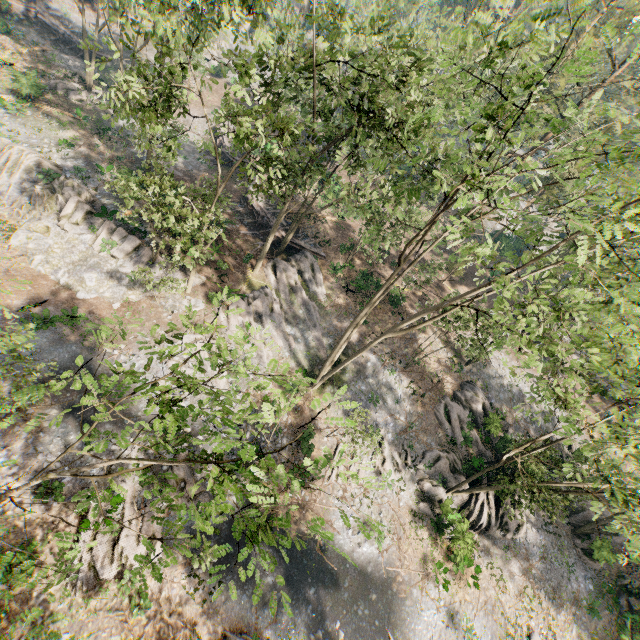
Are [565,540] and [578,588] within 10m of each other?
yes

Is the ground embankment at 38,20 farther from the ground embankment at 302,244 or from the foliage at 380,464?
the ground embankment at 302,244

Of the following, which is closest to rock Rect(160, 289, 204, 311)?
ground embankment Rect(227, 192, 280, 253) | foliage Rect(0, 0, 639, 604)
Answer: foliage Rect(0, 0, 639, 604)

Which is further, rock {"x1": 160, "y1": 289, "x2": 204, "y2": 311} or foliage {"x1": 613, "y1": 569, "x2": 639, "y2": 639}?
rock {"x1": 160, "y1": 289, "x2": 204, "y2": 311}

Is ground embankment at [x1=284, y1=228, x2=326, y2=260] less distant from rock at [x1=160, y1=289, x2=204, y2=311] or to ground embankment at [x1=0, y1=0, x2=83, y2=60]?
rock at [x1=160, y1=289, x2=204, y2=311]

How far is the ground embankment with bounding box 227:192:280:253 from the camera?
32.1 meters

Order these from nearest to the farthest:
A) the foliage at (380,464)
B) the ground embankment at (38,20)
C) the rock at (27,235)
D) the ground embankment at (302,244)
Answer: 1. the foliage at (380,464)
2. the rock at (27,235)
3. the ground embankment at (302,244)
4. the ground embankment at (38,20)

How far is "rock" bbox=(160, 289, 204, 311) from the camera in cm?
2473
